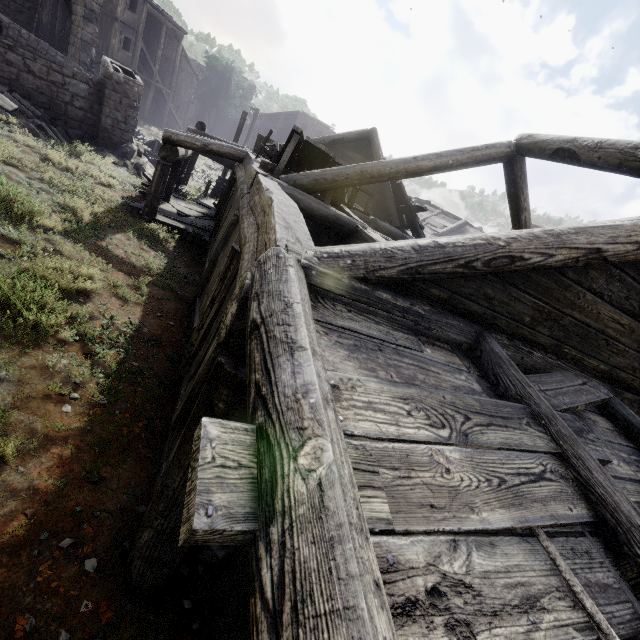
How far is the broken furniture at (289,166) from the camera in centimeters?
713cm

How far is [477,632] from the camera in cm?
117

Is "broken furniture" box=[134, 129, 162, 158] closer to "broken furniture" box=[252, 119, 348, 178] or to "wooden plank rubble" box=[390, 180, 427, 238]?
"wooden plank rubble" box=[390, 180, 427, 238]

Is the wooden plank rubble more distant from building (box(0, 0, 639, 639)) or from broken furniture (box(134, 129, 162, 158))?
broken furniture (box(134, 129, 162, 158))

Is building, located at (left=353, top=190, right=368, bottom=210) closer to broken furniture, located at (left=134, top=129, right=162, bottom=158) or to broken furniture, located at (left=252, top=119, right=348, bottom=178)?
broken furniture, located at (left=252, top=119, right=348, bottom=178)

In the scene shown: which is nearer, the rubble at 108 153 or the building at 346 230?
the building at 346 230

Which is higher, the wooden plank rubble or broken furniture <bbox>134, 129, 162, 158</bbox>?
the wooden plank rubble

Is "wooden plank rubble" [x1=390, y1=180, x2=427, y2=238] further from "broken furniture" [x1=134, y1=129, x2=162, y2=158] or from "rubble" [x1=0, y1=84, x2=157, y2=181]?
"broken furniture" [x1=134, y1=129, x2=162, y2=158]
